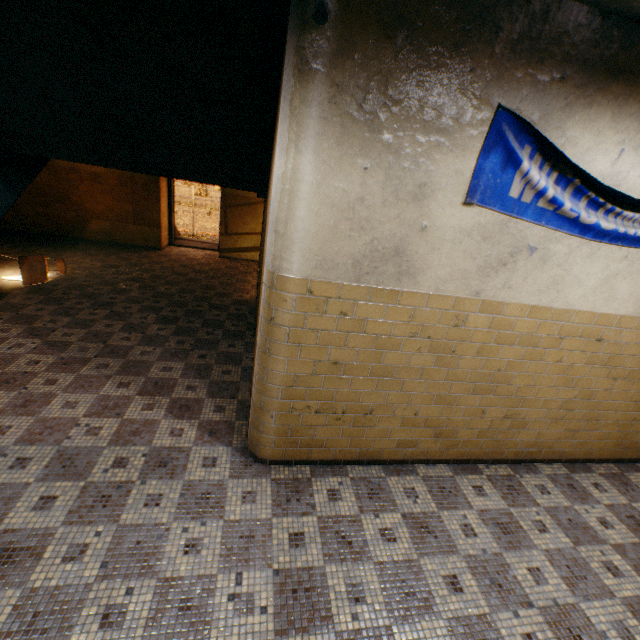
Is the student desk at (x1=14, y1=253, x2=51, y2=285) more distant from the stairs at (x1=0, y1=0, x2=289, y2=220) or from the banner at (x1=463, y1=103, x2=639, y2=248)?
the banner at (x1=463, y1=103, x2=639, y2=248)

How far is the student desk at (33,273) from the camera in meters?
6.0

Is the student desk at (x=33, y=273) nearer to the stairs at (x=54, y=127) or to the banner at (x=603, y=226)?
the stairs at (x=54, y=127)

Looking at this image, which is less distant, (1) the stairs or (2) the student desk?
(1) the stairs

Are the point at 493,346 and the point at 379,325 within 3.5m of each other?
yes

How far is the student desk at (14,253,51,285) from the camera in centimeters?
600cm

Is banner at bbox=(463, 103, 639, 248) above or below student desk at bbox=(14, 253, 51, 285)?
above
